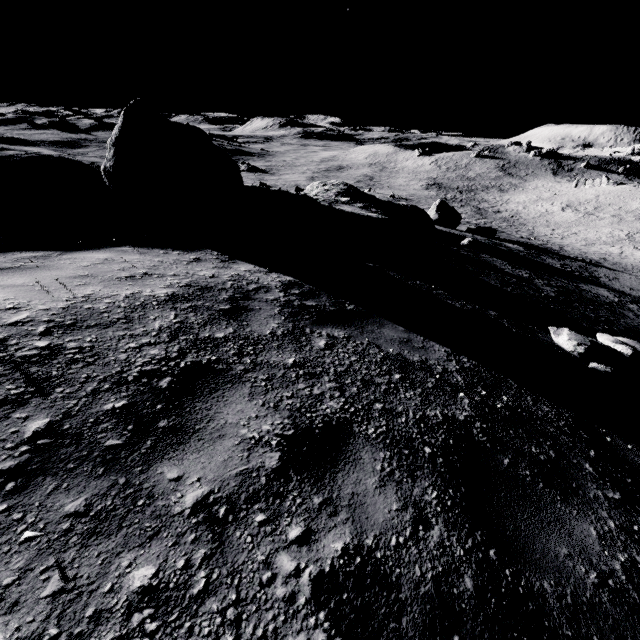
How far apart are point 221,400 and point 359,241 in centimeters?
1070cm

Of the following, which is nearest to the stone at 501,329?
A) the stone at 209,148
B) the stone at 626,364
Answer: the stone at 626,364

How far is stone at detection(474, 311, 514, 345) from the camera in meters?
Result: 5.4 m

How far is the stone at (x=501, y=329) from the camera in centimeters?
541cm

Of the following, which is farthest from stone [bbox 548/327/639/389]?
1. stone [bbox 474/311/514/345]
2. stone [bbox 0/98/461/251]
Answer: stone [bbox 0/98/461/251]

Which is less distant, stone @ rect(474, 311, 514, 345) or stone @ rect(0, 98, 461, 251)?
stone @ rect(474, 311, 514, 345)
